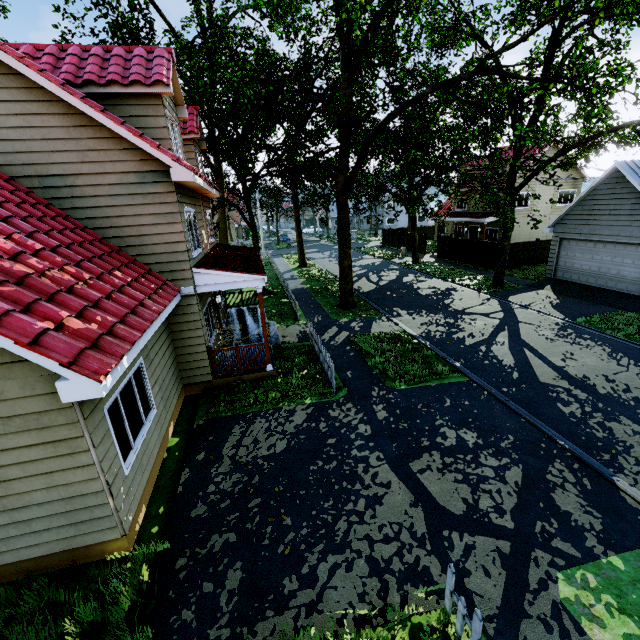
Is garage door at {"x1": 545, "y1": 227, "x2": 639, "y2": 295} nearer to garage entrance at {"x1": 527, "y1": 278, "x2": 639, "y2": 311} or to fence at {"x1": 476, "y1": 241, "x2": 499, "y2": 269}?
garage entrance at {"x1": 527, "y1": 278, "x2": 639, "y2": 311}

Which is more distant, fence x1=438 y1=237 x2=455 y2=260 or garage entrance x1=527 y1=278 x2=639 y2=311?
fence x1=438 y1=237 x2=455 y2=260

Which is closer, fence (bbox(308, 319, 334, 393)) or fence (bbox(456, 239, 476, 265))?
fence (bbox(308, 319, 334, 393))

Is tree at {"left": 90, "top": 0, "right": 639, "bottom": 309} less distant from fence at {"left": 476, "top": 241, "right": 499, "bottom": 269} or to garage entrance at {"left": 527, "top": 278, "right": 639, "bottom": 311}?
fence at {"left": 476, "top": 241, "right": 499, "bottom": 269}

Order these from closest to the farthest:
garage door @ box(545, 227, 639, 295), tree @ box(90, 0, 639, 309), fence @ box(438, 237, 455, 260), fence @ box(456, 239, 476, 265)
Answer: tree @ box(90, 0, 639, 309), garage door @ box(545, 227, 639, 295), fence @ box(456, 239, 476, 265), fence @ box(438, 237, 455, 260)

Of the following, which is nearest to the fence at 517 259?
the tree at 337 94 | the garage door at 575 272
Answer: the tree at 337 94

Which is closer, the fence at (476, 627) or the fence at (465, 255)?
the fence at (476, 627)

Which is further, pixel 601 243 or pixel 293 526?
pixel 601 243
